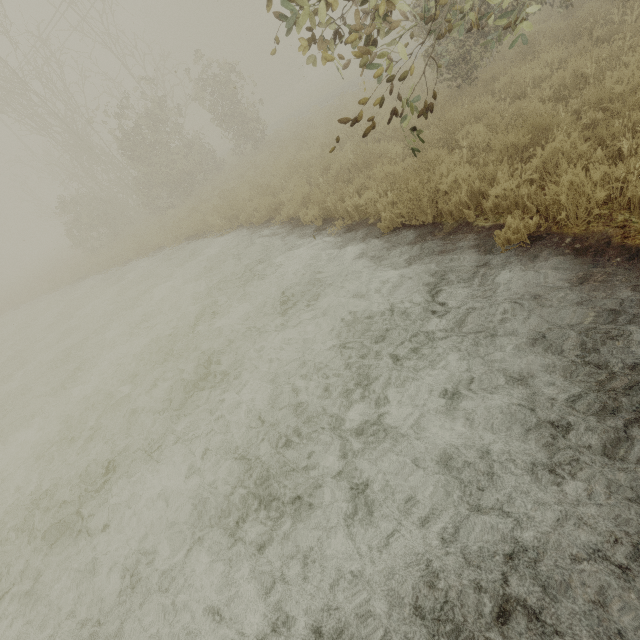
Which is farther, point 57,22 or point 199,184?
point 199,184
